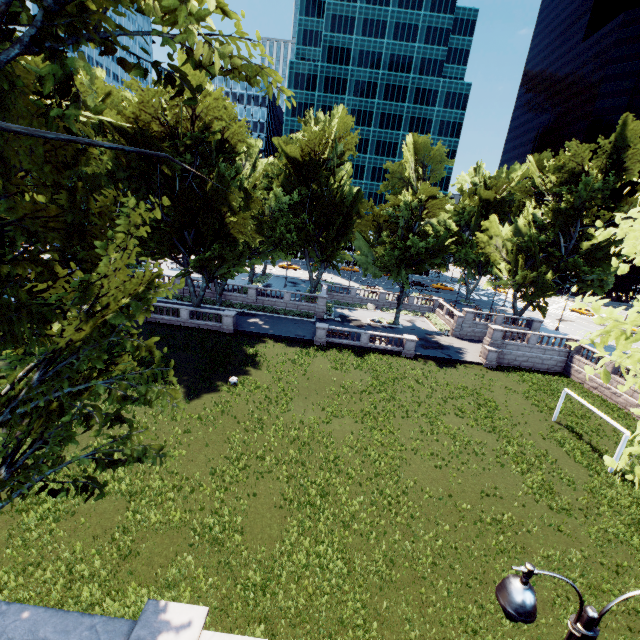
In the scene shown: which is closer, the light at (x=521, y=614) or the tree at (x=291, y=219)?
the light at (x=521, y=614)

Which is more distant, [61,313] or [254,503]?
[254,503]

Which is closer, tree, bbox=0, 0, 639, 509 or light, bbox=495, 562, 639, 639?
light, bbox=495, 562, 639, 639
